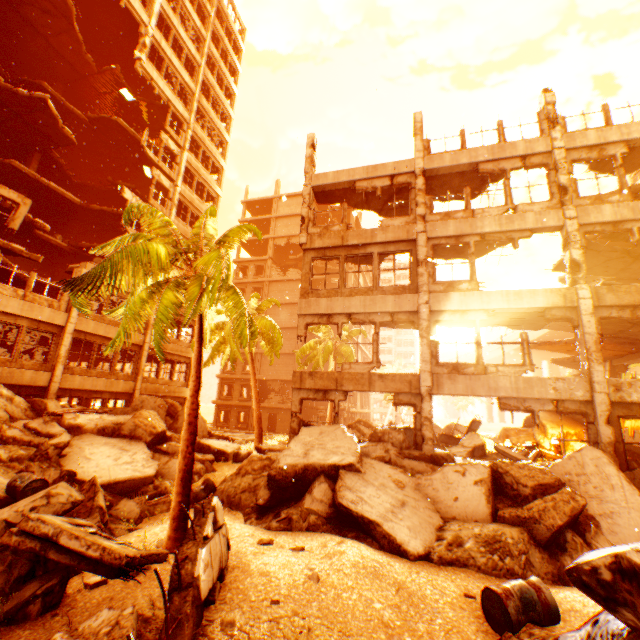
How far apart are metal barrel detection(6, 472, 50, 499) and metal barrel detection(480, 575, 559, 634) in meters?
9.1

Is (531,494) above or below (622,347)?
below

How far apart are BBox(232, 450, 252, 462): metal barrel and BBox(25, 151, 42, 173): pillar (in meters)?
21.96

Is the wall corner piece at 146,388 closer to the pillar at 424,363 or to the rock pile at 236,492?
the rock pile at 236,492

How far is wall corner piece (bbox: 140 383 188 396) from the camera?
20.9 meters

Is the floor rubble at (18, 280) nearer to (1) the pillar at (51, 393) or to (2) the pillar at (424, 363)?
(1) the pillar at (51, 393)

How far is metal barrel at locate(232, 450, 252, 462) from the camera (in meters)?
13.98

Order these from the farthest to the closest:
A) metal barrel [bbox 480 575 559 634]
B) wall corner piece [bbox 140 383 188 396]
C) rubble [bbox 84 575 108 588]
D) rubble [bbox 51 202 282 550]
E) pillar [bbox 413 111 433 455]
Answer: wall corner piece [bbox 140 383 188 396]
pillar [bbox 413 111 433 455]
rubble [bbox 51 202 282 550]
rubble [bbox 84 575 108 588]
metal barrel [bbox 480 575 559 634]
